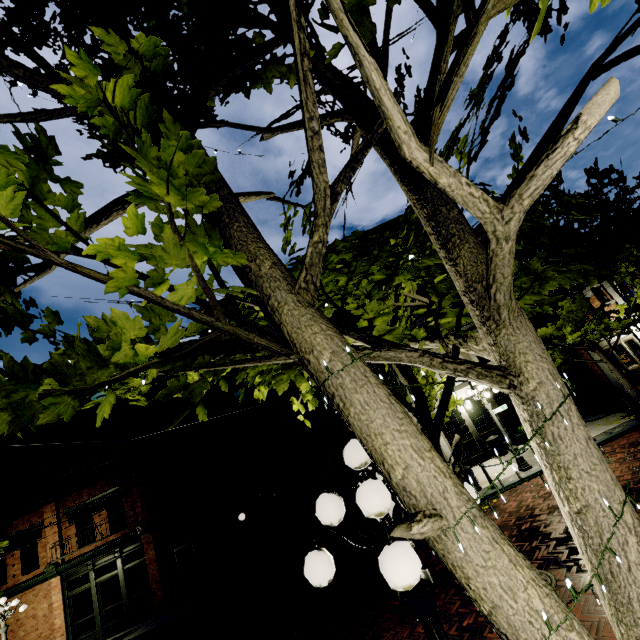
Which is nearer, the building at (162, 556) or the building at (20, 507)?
the building at (162, 556)

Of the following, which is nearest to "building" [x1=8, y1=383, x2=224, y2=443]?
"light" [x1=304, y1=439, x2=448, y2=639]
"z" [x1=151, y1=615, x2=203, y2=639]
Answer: "z" [x1=151, y1=615, x2=203, y2=639]

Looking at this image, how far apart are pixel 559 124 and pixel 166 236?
2.9 meters

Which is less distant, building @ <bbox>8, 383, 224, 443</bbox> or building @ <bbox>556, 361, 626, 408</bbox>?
building @ <bbox>556, 361, 626, 408</bbox>

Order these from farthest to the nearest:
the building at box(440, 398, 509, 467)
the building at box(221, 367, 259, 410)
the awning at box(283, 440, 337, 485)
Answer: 1. the building at box(221, 367, 259, 410)
2. the building at box(440, 398, 509, 467)
3. the awning at box(283, 440, 337, 485)

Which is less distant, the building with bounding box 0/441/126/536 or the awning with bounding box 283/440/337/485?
the awning with bounding box 283/440/337/485

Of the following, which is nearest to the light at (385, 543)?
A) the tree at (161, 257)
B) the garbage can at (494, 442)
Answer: the tree at (161, 257)

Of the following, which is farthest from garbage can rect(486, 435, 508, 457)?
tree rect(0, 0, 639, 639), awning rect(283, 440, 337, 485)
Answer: awning rect(283, 440, 337, 485)
